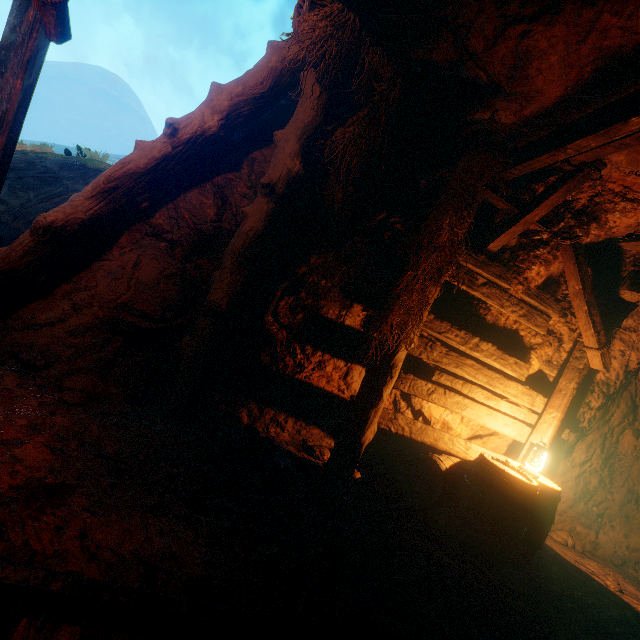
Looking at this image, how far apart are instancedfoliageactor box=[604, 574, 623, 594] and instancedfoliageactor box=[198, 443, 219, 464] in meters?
5.5 m

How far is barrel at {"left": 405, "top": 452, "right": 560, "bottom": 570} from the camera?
3.3m

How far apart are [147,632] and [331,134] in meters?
4.3

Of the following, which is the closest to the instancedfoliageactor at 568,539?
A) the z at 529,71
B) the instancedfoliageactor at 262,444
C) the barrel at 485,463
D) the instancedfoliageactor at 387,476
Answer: the z at 529,71

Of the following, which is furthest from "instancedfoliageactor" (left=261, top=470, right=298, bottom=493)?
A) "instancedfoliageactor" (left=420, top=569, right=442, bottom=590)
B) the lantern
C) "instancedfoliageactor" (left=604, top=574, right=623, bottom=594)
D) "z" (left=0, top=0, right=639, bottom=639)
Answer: "instancedfoliageactor" (left=604, top=574, right=623, bottom=594)

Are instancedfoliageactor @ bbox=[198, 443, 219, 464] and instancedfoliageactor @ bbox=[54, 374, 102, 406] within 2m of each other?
yes

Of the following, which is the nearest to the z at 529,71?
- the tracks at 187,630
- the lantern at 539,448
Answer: the tracks at 187,630

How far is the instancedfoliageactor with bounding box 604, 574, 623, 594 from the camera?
4.3 meters
